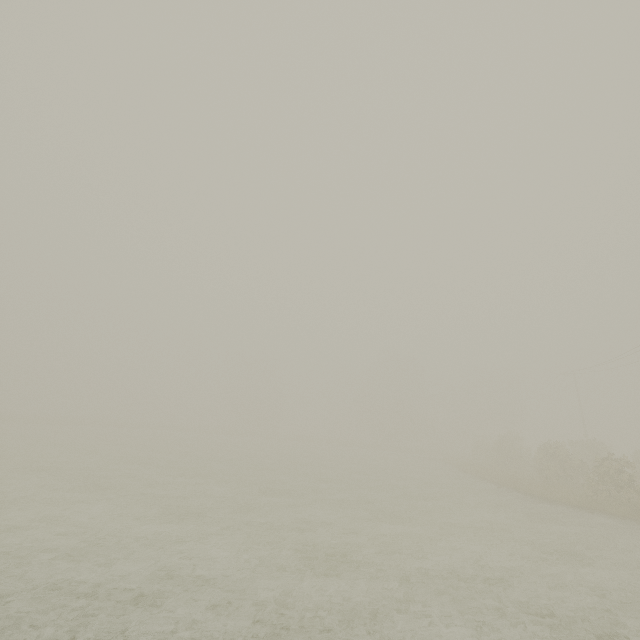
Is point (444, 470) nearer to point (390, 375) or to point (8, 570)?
point (390, 375)
